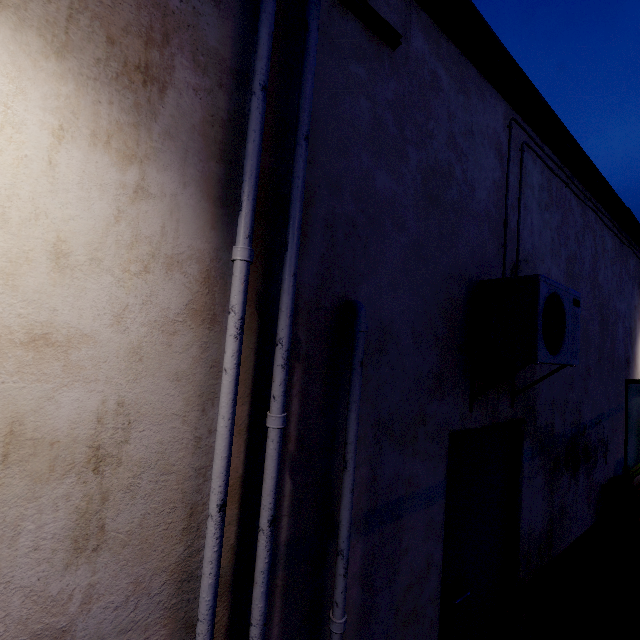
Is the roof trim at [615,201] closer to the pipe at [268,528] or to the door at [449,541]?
the pipe at [268,528]

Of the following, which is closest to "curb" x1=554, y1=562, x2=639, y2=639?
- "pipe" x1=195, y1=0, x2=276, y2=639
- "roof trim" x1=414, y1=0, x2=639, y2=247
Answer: "pipe" x1=195, y1=0, x2=276, y2=639

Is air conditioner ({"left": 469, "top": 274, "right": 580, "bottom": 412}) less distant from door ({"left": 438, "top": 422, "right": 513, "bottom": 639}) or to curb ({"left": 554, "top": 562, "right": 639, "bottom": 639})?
door ({"left": 438, "top": 422, "right": 513, "bottom": 639})

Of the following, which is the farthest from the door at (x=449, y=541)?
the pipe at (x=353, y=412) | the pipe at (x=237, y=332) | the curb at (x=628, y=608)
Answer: the pipe at (x=237, y=332)

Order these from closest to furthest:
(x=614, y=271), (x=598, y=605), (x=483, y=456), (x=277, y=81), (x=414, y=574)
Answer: (x=277, y=81), (x=414, y=574), (x=483, y=456), (x=598, y=605), (x=614, y=271)

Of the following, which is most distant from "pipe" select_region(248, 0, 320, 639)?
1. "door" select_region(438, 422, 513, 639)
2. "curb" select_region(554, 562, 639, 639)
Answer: "door" select_region(438, 422, 513, 639)

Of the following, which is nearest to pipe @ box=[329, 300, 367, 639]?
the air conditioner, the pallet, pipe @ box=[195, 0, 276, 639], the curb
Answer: the curb

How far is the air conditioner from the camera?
1.96m
